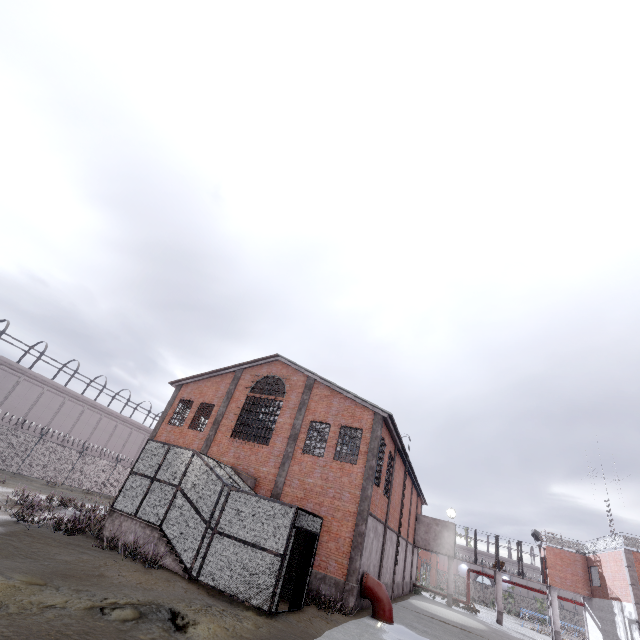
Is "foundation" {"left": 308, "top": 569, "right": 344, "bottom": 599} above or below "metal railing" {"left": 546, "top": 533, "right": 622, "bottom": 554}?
below

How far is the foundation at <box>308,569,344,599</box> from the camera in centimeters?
1452cm

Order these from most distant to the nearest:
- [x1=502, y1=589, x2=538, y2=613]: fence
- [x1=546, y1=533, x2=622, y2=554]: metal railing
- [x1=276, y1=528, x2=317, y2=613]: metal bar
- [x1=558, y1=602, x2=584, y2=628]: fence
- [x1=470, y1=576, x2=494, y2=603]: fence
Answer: [x1=470, y1=576, x2=494, y2=603]: fence < [x1=502, y1=589, x2=538, y2=613]: fence < [x1=558, y1=602, x2=584, y2=628]: fence < [x1=546, y1=533, x2=622, y2=554]: metal railing < [x1=276, y1=528, x2=317, y2=613]: metal bar

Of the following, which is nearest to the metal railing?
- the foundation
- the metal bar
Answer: the foundation

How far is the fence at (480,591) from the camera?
57.47m

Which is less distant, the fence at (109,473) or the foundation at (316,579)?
the foundation at (316,579)

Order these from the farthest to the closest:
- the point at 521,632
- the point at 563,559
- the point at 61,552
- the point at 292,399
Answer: the point at 563,559 → the point at 521,632 → the point at 292,399 → the point at 61,552

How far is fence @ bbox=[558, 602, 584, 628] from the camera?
52.3m
